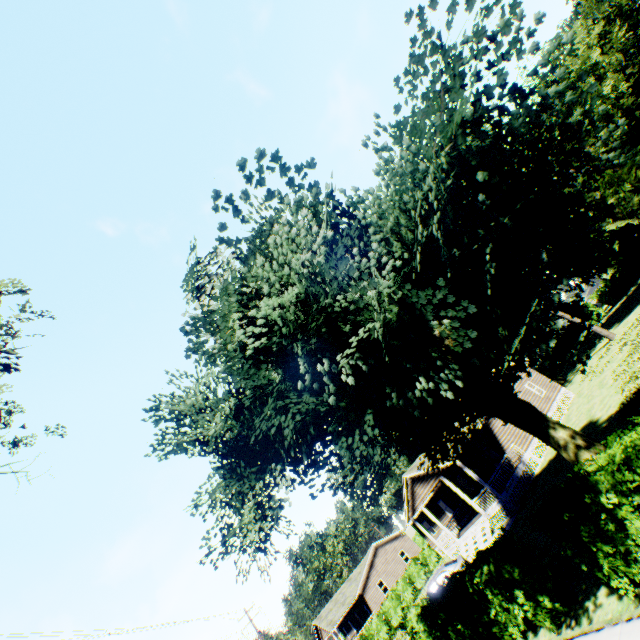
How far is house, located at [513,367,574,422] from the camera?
27.47m

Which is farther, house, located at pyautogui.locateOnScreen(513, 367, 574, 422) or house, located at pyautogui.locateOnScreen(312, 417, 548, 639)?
house, located at pyautogui.locateOnScreen(513, 367, 574, 422)

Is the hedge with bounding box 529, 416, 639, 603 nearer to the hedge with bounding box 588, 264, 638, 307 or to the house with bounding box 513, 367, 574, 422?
the house with bounding box 513, 367, 574, 422

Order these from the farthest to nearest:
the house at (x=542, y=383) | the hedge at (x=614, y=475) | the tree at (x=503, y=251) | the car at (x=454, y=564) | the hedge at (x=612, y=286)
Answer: the hedge at (x=612, y=286) → the house at (x=542, y=383) → the car at (x=454, y=564) → the hedge at (x=614, y=475) → the tree at (x=503, y=251)

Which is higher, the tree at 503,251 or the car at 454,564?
the tree at 503,251

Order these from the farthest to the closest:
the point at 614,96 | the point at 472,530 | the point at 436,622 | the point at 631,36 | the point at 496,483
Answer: the point at 631,36, the point at 614,96, the point at 472,530, the point at 496,483, the point at 436,622

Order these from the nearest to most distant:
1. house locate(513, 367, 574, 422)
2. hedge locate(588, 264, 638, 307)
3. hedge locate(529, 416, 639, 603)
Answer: hedge locate(529, 416, 639, 603) → house locate(513, 367, 574, 422) → hedge locate(588, 264, 638, 307)

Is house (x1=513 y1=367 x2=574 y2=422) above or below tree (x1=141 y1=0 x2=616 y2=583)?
below
